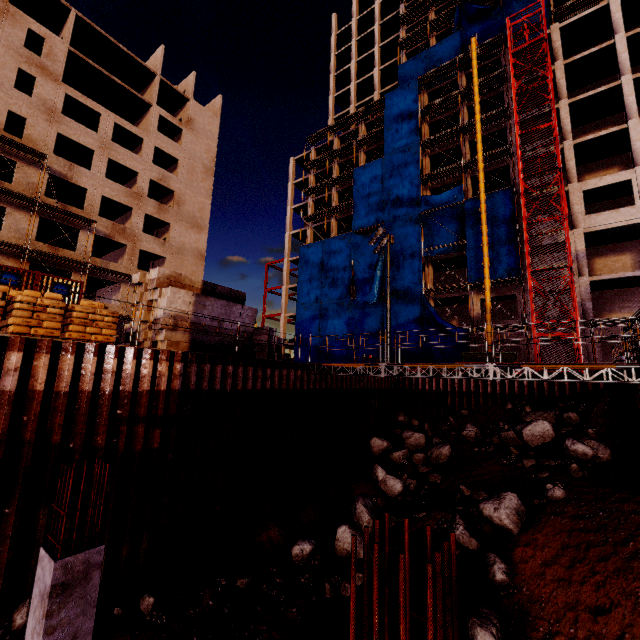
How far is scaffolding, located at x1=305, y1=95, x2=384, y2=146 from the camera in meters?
38.8 m

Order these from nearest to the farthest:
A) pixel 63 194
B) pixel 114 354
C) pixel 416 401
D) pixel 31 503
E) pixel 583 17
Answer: pixel 31 503
pixel 114 354
pixel 416 401
pixel 583 17
pixel 63 194

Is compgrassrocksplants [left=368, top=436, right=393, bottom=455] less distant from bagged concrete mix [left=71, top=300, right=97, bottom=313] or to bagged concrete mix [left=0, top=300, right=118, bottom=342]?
bagged concrete mix [left=71, top=300, right=97, bottom=313]

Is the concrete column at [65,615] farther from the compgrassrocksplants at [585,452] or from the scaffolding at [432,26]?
the scaffolding at [432,26]

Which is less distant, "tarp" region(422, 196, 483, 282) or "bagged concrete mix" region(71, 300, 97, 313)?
"bagged concrete mix" region(71, 300, 97, 313)

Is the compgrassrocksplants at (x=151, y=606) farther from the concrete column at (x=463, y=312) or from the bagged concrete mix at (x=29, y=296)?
the concrete column at (x=463, y=312)

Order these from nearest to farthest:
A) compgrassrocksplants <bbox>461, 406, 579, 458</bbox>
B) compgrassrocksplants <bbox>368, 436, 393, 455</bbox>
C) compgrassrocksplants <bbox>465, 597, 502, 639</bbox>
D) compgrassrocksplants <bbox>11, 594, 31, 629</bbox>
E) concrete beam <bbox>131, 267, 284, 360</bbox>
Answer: compgrassrocksplants <bbox>11, 594, 31, 629</bbox>
compgrassrocksplants <bbox>465, 597, 502, 639</bbox>
concrete beam <bbox>131, 267, 284, 360</bbox>
compgrassrocksplants <bbox>461, 406, 579, 458</bbox>
compgrassrocksplants <bbox>368, 436, 393, 455</bbox>

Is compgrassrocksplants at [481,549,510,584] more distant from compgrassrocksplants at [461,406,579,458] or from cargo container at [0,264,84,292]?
cargo container at [0,264,84,292]
